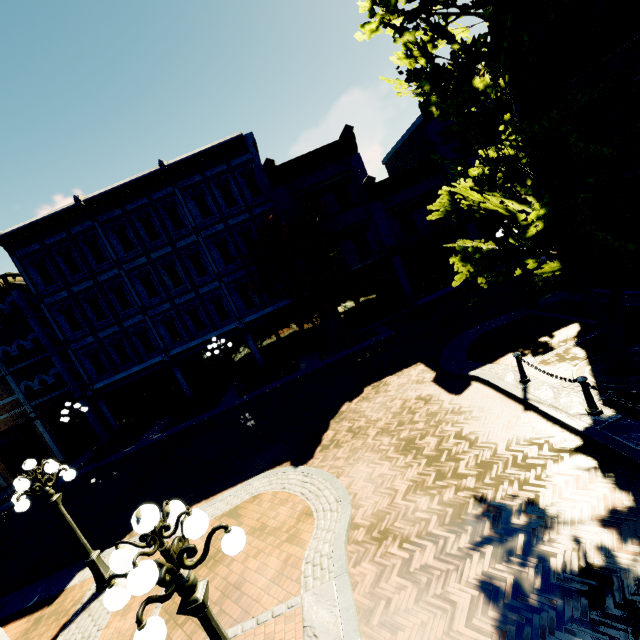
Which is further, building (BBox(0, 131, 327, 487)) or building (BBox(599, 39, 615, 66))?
building (BBox(0, 131, 327, 487))

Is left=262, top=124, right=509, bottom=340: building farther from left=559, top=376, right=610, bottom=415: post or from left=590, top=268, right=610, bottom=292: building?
left=559, top=376, right=610, bottom=415: post

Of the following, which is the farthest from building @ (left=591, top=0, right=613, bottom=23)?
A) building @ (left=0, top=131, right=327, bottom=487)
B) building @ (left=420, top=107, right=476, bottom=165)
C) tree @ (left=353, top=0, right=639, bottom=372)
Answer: building @ (left=0, top=131, right=327, bottom=487)

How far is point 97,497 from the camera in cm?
1353

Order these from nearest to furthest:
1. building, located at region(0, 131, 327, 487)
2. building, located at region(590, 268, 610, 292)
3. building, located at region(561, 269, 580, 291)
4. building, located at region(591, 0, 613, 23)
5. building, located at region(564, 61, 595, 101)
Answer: building, located at region(591, 0, 613, 23) < building, located at region(564, 61, 595, 101) < building, located at region(590, 268, 610, 292) < building, located at region(561, 269, 580, 291) < building, located at region(0, 131, 327, 487)

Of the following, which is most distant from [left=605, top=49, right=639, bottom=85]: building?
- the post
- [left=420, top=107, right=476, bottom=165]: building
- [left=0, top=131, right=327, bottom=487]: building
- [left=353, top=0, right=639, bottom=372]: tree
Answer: [left=0, top=131, right=327, bottom=487]: building

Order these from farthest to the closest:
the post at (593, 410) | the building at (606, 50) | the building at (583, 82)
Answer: the building at (583, 82) → the building at (606, 50) → the post at (593, 410)

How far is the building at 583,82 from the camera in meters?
9.4 m
